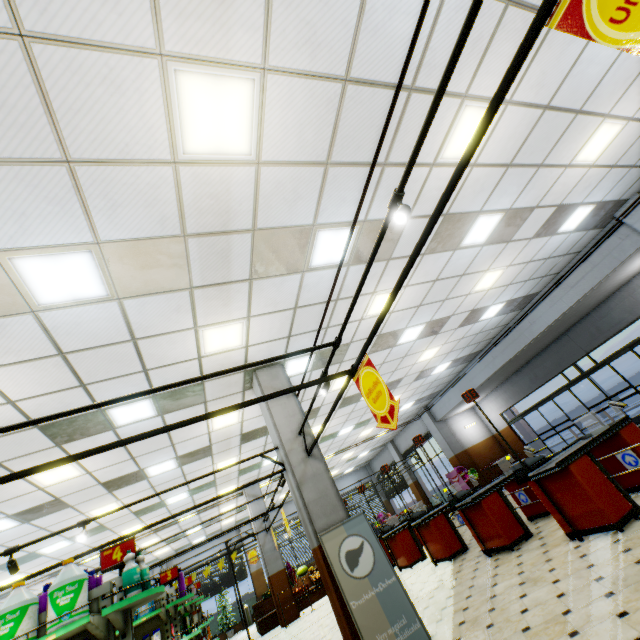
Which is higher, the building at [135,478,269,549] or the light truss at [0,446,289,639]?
the building at [135,478,269,549]

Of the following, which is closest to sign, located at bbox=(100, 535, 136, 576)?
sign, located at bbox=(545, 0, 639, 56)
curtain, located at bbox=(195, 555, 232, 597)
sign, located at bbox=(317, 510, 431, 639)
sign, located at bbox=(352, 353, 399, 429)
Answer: sign, located at bbox=(317, 510, 431, 639)

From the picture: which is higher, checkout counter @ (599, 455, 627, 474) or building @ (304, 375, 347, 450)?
building @ (304, 375, 347, 450)

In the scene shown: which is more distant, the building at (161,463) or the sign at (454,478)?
the sign at (454,478)

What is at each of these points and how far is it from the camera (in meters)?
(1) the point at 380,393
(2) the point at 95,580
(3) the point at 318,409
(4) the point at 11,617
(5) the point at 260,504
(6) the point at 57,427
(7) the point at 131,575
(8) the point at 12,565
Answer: (1) sign, 3.46
(2) shampoo, 3.70
(3) building, 10.76
(4) bleach, 2.93
(5) building, 13.61
(6) building, 5.63
(7) bleach, 3.38
(8) light truss, 4.57

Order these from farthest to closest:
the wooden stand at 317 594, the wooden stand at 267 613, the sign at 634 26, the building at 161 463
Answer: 1. the wooden stand at 317 594
2. the wooden stand at 267 613
3. the building at 161 463
4. the sign at 634 26

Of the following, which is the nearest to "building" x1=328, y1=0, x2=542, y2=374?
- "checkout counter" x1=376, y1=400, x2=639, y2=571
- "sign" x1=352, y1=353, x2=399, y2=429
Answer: "checkout counter" x1=376, y1=400, x2=639, y2=571

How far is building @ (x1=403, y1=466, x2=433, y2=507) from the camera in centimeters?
1967cm
